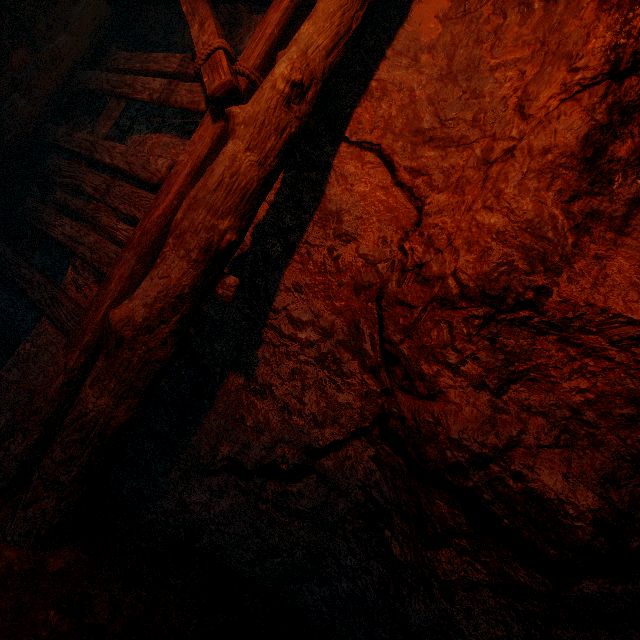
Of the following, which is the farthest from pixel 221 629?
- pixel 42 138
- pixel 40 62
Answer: pixel 40 62
